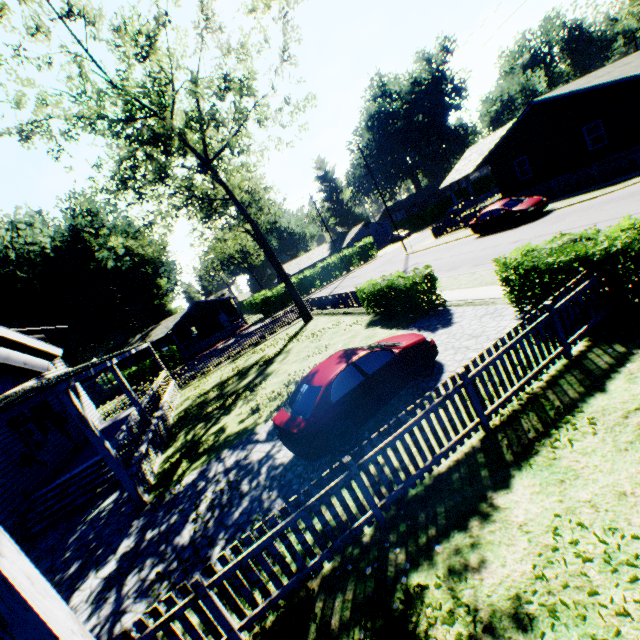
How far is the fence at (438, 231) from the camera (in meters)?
28.62

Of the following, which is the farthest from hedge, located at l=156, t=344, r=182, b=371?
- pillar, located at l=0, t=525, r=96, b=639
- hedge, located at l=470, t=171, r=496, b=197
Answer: hedge, located at l=470, t=171, r=496, b=197

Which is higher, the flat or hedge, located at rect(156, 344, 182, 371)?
the flat

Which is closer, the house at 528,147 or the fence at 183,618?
the fence at 183,618

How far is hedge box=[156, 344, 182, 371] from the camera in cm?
3934

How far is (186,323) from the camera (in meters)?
46.66

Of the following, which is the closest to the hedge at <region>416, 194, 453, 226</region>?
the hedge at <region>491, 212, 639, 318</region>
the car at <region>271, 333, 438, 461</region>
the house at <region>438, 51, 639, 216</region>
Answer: the house at <region>438, 51, 639, 216</region>

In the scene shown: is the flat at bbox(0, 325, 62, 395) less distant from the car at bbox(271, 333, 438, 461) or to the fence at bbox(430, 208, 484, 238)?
the car at bbox(271, 333, 438, 461)
